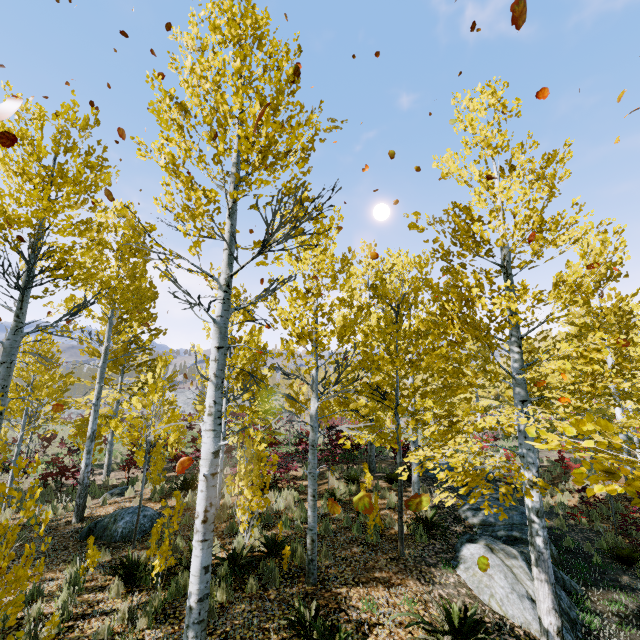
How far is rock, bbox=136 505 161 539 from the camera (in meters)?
8.51

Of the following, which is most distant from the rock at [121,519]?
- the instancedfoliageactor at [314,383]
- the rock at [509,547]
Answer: the rock at [509,547]

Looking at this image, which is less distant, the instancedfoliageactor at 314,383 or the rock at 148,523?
the instancedfoliageactor at 314,383

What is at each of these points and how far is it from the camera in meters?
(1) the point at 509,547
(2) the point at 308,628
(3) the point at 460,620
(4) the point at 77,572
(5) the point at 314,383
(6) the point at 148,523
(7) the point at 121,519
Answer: (1) rock, 7.0 m
(2) instancedfoliageactor, 4.8 m
(3) instancedfoliageactor, 4.9 m
(4) instancedfoliageactor, 5.9 m
(5) instancedfoliageactor, 6.9 m
(6) rock, 8.8 m
(7) rock, 8.7 m

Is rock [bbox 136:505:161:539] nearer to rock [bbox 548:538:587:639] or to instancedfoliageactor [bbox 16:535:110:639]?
instancedfoliageactor [bbox 16:535:110:639]

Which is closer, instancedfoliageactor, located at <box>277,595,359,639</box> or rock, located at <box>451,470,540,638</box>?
instancedfoliageactor, located at <box>277,595,359,639</box>
